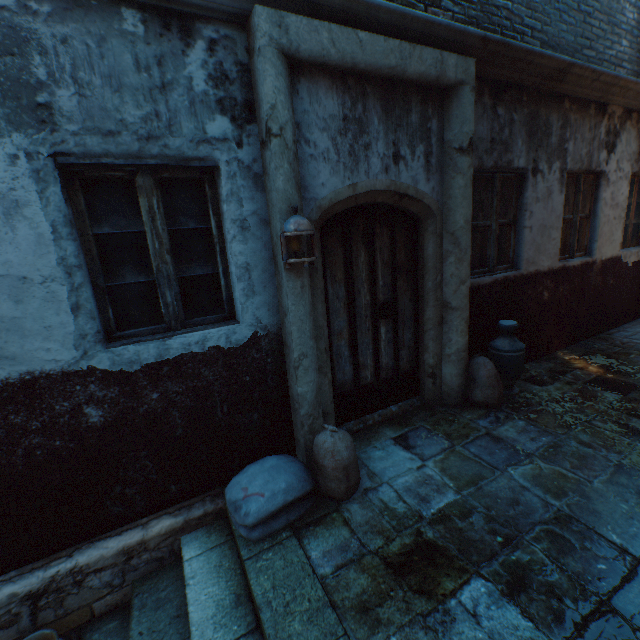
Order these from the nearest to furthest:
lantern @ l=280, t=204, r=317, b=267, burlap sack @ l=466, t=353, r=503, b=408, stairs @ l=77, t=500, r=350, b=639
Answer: stairs @ l=77, t=500, r=350, b=639 < lantern @ l=280, t=204, r=317, b=267 < burlap sack @ l=466, t=353, r=503, b=408

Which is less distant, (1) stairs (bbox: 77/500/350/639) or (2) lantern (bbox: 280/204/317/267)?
(1) stairs (bbox: 77/500/350/639)

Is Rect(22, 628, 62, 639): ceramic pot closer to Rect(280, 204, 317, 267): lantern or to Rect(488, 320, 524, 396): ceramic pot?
Rect(280, 204, 317, 267): lantern

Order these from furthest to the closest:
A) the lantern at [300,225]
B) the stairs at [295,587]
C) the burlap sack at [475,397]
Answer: the burlap sack at [475,397] < the lantern at [300,225] < the stairs at [295,587]

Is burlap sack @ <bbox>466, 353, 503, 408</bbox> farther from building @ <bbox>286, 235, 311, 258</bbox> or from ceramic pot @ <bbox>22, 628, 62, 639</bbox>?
ceramic pot @ <bbox>22, 628, 62, 639</bbox>

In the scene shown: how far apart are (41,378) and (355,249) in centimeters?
278cm

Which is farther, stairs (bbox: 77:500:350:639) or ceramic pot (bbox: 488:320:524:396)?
ceramic pot (bbox: 488:320:524:396)

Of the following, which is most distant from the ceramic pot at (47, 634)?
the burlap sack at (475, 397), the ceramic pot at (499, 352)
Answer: the ceramic pot at (499, 352)
